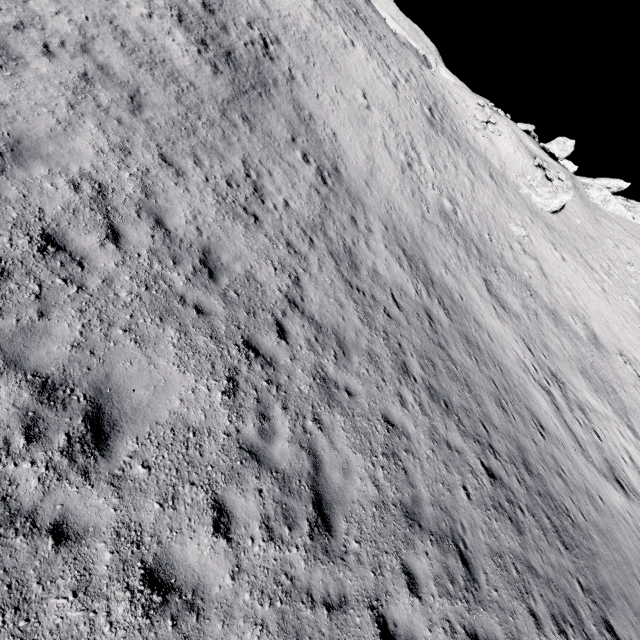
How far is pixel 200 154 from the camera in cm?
972

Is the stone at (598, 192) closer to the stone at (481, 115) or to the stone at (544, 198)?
the stone at (544, 198)

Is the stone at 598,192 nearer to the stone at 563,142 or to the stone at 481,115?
the stone at 563,142

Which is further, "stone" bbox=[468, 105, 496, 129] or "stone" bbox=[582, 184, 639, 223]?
"stone" bbox=[582, 184, 639, 223]

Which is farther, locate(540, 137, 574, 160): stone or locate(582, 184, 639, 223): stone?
locate(582, 184, 639, 223): stone

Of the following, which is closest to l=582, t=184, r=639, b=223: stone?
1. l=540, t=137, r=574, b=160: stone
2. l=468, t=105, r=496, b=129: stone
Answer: l=540, t=137, r=574, b=160: stone

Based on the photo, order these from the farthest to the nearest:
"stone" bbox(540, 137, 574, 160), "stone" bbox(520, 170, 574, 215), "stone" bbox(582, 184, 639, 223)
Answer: "stone" bbox(582, 184, 639, 223), "stone" bbox(540, 137, 574, 160), "stone" bbox(520, 170, 574, 215)

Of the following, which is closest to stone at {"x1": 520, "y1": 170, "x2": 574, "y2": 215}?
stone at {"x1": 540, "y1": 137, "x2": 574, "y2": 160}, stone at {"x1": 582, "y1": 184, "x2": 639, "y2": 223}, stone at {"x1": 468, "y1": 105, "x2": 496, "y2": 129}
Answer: stone at {"x1": 468, "y1": 105, "x2": 496, "y2": 129}
